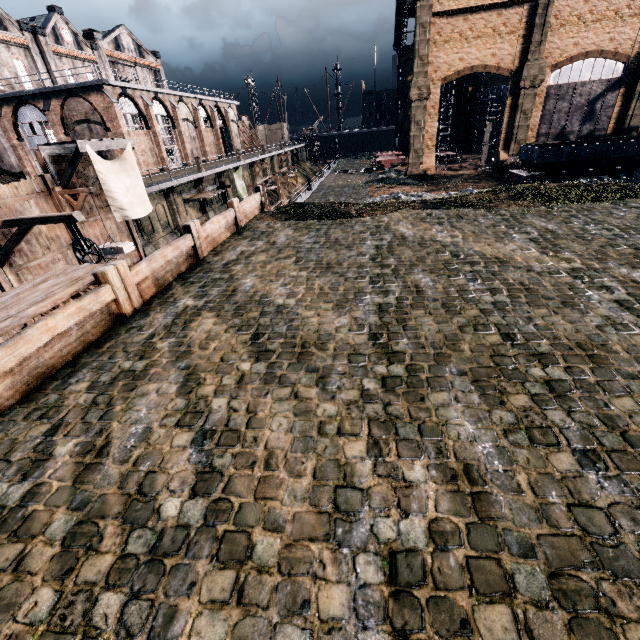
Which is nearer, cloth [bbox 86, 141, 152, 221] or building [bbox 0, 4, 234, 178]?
cloth [bbox 86, 141, 152, 221]

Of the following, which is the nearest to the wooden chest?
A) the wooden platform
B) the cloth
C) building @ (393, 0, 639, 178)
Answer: the cloth

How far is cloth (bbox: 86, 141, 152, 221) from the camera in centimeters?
1877cm

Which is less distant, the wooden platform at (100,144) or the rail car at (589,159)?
the wooden platform at (100,144)

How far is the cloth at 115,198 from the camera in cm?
1877

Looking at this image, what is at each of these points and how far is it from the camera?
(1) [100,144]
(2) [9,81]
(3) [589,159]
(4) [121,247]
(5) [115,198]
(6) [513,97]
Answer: (1) wooden platform, 18.7 meters
(2) building, 35.5 meters
(3) rail car, 30.8 meters
(4) wooden chest, 19.4 meters
(5) cloth, 19.5 meters
(6) building, 38.4 meters

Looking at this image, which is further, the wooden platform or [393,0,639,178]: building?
[393,0,639,178]: building

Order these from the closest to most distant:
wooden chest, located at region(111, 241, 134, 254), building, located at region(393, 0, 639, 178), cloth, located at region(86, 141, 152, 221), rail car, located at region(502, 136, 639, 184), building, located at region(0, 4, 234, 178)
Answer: cloth, located at region(86, 141, 152, 221)
wooden chest, located at region(111, 241, 134, 254)
rail car, located at region(502, 136, 639, 184)
building, located at region(0, 4, 234, 178)
building, located at region(393, 0, 639, 178)
